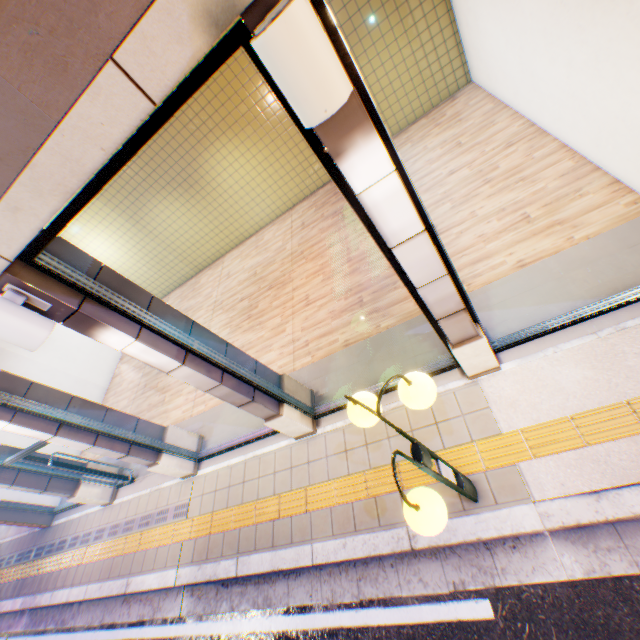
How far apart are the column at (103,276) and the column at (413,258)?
2.44m

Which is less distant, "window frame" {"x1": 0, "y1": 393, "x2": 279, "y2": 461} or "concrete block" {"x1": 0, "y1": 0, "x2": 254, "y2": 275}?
"concrete block" {"x1": 0, "y1": 0, "x2": 254, "y2": 275}

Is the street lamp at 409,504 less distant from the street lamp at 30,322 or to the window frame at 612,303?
the window frame at 612,303

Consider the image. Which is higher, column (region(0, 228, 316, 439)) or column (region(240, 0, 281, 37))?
column (region(240, 0, 281, 37))

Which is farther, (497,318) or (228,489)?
(228,489)

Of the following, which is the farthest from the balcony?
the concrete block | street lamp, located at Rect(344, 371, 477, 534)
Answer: street lamp, located at Rect(344, 371, 477, 534)

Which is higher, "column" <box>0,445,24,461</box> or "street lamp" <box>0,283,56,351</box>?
"street lamp" <box>0,283,56,351</box>

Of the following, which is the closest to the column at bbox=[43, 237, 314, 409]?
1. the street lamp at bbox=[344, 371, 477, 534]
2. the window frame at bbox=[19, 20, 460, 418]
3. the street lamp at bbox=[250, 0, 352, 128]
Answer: the window frame at bbox=[19, 20, 460, 418]
